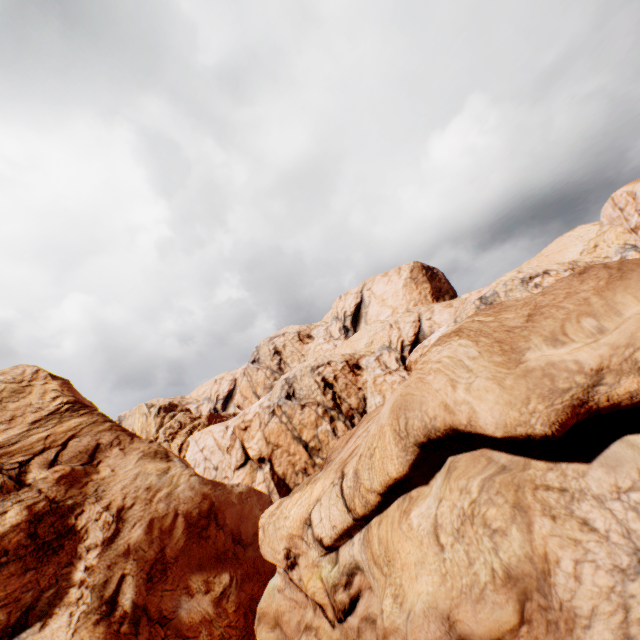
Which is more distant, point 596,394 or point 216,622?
point 216,622
